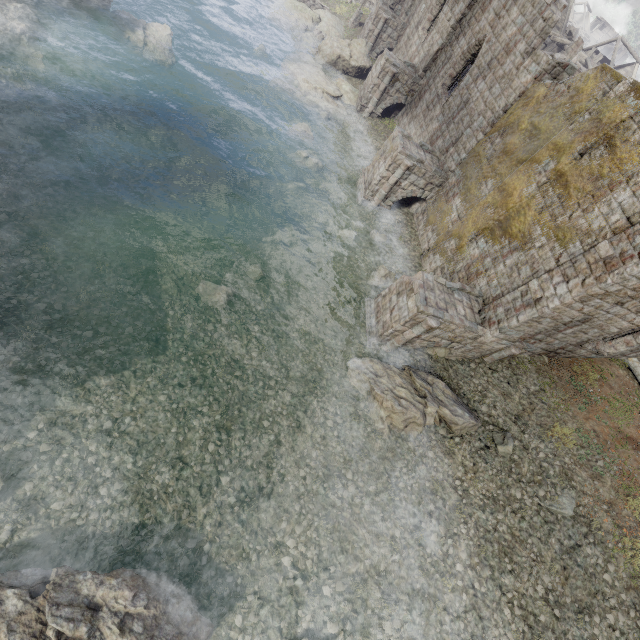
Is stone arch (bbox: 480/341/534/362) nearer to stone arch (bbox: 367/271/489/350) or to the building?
the building

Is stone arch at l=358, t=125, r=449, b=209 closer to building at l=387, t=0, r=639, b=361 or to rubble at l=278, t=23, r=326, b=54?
building at l=387, t=0, r=639, b=361

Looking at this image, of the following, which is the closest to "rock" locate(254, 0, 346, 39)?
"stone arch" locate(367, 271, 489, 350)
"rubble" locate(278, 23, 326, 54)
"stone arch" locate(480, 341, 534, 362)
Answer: "rubble" locate(278, 23, 326, 54)

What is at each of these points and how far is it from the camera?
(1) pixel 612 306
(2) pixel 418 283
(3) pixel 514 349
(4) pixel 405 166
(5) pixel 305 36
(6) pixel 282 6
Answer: (1) building, 10.91m
(2) stone arch, 11.66m
(3) stone arch, 13.20m
(4) stone arch, 16.28m
(5) rubble, 27.14m
(6) rock, 28.41m

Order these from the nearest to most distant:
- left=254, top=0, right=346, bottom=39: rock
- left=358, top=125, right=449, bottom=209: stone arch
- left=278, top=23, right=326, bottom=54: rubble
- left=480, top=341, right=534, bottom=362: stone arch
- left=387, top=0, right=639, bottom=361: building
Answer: left=387, top=0, right=639, bottom=361: building
left=480, top=341, right=534, bottom=362: stone arch
left=358, top=125, right=449, bottom=209: stone arch
left=278, top=23, right=326, bottom=54: rubble
left=254, top=0, right=346, bottom=39: rock

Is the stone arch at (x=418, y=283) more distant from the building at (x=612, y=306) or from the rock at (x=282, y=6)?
the rock at (x=282, y=6)

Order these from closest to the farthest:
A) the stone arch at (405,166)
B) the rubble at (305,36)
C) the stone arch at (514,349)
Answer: the stone arch at (514,349) → the stone arch at (405,166) → the rubble at (305,36)

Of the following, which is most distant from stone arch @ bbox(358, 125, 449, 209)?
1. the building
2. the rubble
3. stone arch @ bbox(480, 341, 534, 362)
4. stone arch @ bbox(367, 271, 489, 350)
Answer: the rubble
